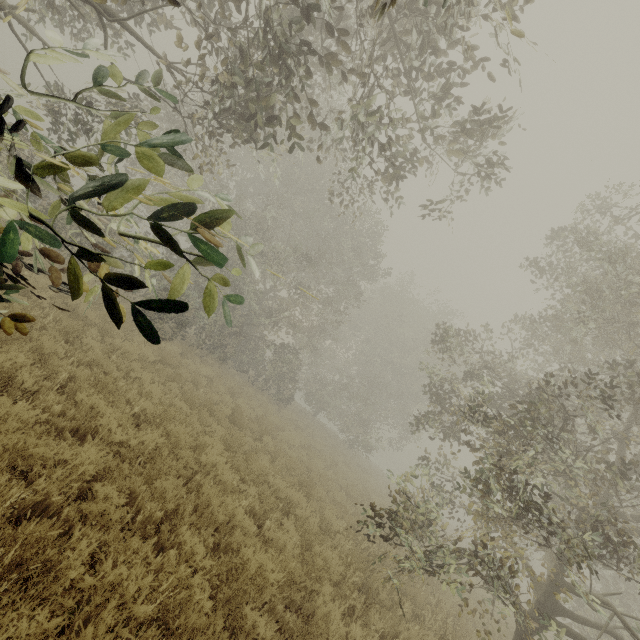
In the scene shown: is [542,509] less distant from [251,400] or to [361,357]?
[251,400]
